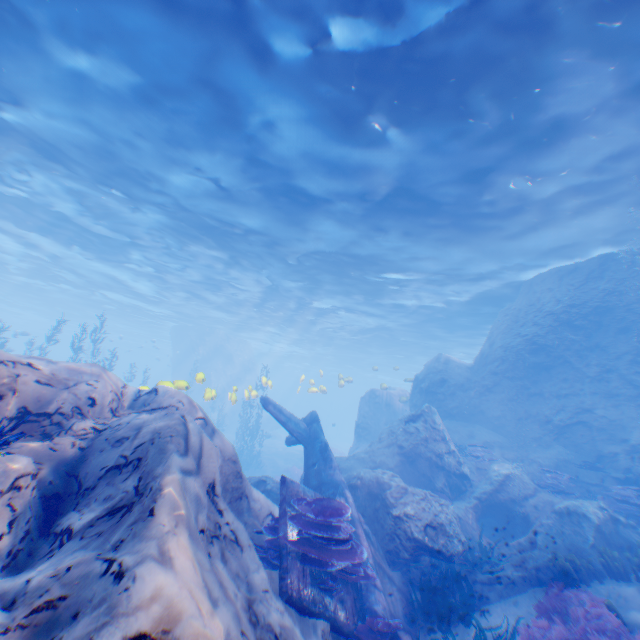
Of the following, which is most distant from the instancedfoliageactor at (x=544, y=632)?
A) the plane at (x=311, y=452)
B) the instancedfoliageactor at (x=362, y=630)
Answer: the instancedfoliageactor at (x=362, y=630)

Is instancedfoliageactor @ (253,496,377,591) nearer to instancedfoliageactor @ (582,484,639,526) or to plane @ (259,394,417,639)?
plane @ (259,394,417,639)

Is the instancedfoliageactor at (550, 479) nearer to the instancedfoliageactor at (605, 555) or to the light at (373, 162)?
the instancedfoliageactor at (605, 555)

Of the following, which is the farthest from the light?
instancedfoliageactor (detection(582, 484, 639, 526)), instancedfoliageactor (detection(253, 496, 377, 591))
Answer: instancedfoliageactor (detection(582, 484, 639, 526))

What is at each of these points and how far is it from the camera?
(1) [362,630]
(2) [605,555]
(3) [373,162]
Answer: (1) instancedfoliageactor, 5.7m
(2) instancedfoliageactor, 7.8m
(3) light, 11.2m

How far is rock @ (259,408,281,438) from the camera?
41.1m

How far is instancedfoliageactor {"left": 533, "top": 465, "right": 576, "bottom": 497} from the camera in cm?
1158
